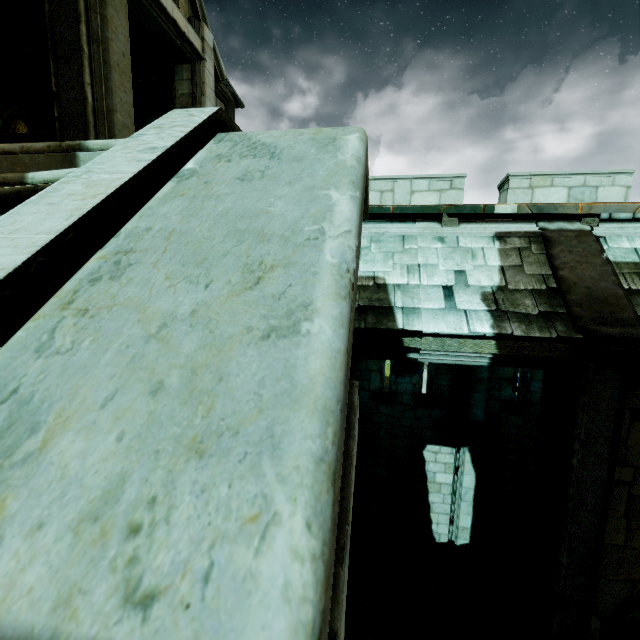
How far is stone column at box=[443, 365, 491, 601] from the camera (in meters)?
7.80

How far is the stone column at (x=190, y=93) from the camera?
7.6m

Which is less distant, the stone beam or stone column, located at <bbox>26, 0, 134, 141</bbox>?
stone column, located at <bbox>26, 0, 134, 141</bbox>

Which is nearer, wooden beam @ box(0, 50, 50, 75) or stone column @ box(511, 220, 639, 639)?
stone column @ box(511, 220, 639, 639)

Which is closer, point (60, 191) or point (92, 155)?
point (60, 191)

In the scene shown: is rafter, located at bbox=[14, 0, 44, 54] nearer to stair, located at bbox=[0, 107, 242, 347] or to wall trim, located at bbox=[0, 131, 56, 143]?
wall trim, located at bbox=[0, 131, 56, 143]

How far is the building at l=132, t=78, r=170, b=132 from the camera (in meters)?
9.94

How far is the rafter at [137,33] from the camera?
6.86m
